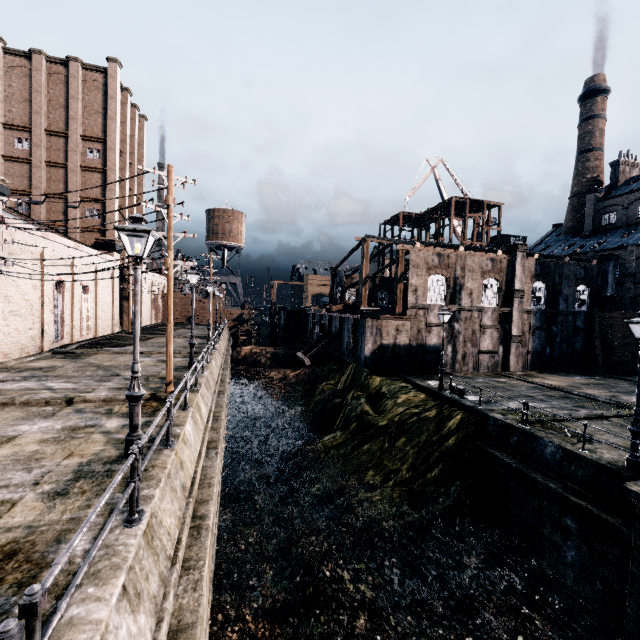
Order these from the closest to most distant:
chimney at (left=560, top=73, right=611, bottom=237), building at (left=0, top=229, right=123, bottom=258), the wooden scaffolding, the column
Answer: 1. the column
2. building at (left=0, top=229, right=123, bottom=258)
3. the wooden scaffolding
4. chimney at (left=560, top=73, right=611, bottom=237)

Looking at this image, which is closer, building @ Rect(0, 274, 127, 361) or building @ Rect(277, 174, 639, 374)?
building @ Rect(0, 274, 127, 361)

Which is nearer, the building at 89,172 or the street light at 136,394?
the street light at 136,394

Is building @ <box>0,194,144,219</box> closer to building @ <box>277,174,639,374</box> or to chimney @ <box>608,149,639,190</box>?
building @ <box>277,174,639,374</box>

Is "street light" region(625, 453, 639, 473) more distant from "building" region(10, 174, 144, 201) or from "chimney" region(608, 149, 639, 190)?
"chimney" region(608, 149, 639, 190)

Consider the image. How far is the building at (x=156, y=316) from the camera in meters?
45.7 m

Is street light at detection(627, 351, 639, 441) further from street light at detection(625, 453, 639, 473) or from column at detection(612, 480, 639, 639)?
column at detection(612, 480, 639, 639)

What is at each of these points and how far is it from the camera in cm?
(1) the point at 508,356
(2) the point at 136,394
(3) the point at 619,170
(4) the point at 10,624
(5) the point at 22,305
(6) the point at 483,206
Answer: (1) building, 3203
(2) street light, 775
(3) chimney, 4766
(4) metal railing, 234
(5) building, 2027
(6) wooden scaffolding, 4816
